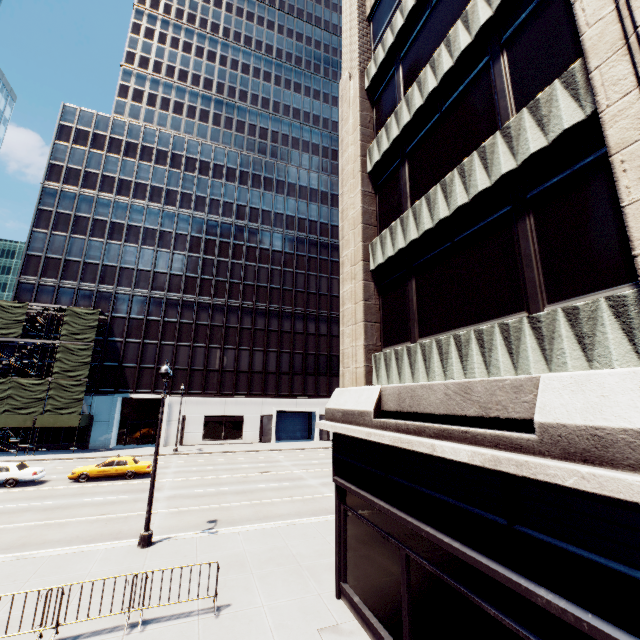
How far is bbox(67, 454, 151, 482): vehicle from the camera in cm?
2297

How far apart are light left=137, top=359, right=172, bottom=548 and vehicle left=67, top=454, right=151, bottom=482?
12.9 meters

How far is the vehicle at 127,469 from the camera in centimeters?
2297cm

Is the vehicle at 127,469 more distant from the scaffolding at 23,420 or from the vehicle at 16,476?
the scaffolding at 23,420

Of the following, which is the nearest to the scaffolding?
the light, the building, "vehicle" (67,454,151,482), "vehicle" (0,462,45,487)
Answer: the building

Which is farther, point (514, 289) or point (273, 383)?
point (273, 383)

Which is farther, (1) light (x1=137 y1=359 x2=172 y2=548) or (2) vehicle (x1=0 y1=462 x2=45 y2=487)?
Answer: (2) vehicle (x1=0 y1=462 x2=45 y2=487)

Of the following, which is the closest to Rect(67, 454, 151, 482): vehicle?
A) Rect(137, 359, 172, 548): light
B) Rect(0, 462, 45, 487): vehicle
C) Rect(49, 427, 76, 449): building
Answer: Rect(0, 462, 45, 487): vehicle
